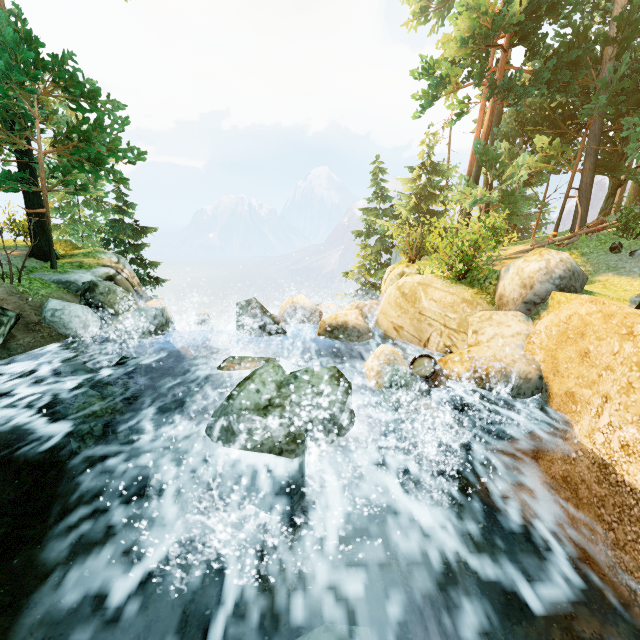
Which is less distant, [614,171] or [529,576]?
[529,576]

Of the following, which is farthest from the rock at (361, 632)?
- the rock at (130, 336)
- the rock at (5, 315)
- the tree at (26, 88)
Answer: the tree at (26, 88)

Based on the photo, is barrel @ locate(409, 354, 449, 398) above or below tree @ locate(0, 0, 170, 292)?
below

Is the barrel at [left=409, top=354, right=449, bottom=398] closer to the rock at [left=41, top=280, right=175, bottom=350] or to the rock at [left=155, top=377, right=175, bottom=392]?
the rock at [left=155, top=377, right=175, bottom=392]

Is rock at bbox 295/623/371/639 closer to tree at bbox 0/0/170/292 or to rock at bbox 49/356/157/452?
rock at bbox 49/356/157/452

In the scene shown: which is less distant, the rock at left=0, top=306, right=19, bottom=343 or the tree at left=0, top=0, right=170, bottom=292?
the rock at left=0, top=306, right=19, bottom=343

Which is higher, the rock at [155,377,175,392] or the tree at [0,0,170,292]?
the tree at [0,0,170,292]

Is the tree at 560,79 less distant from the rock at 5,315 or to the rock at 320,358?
the rock at 5,315
